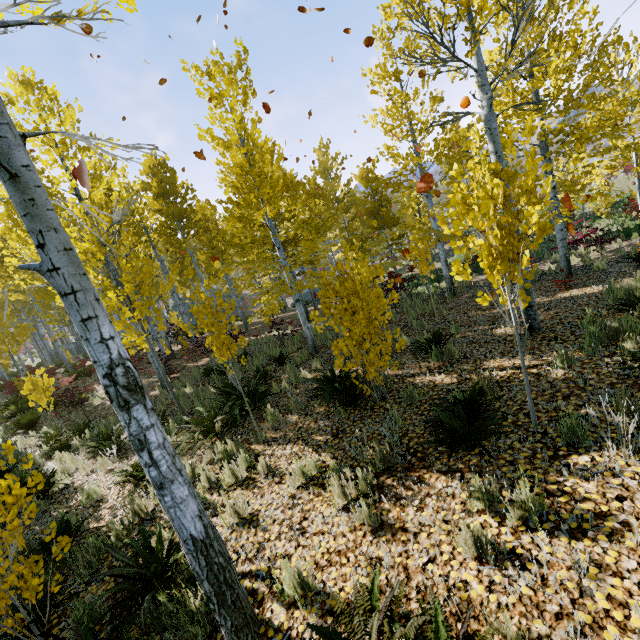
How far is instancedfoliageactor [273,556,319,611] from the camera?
2.73m

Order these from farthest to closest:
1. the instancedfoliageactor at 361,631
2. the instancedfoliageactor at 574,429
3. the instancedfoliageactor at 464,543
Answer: the instancedfoliageactor at 574,429 → the instancedfoliageactor at 464,543 → the instancedfoliageactor at 361,631

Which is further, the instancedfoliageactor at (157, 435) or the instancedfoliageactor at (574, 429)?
the instancedfoliageactor at (574, 429)

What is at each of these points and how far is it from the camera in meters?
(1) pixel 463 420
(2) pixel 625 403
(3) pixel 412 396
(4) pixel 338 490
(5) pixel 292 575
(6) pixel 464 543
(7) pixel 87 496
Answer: (1) instancedfoliageactor, 3.8
(2) instancedfoliageactor, 2.6
(3) instancedfoliageactor, 5.2
(4) instancedfoliageactor, 3.6
(5) instancedfoliageactor, 2.8
(6) instancedfoliageactor, 2.5
(7) instancedfoliageactor, 5.5

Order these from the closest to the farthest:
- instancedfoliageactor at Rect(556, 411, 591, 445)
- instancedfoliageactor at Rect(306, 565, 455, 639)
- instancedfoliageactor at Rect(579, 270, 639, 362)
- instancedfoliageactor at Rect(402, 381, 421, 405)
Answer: instancedfoliageactor at Rect(306, 565, 455, 639) → instancedfoliageactor at Rect(556, 411, 591, 445) → instancedfoliageactor at Rect(579, 270, 639, 362) → instancedfoliageactor at Rect(402, 381, 421, 405)

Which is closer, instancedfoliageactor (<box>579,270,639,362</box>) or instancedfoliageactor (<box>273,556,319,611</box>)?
instancedfoliageactor (<box>273,556,319,611</box>)

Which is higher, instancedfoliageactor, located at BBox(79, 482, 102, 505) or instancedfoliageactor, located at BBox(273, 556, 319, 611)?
instancedfoliageactor, located at BBox(273, 556, 319, 611)
